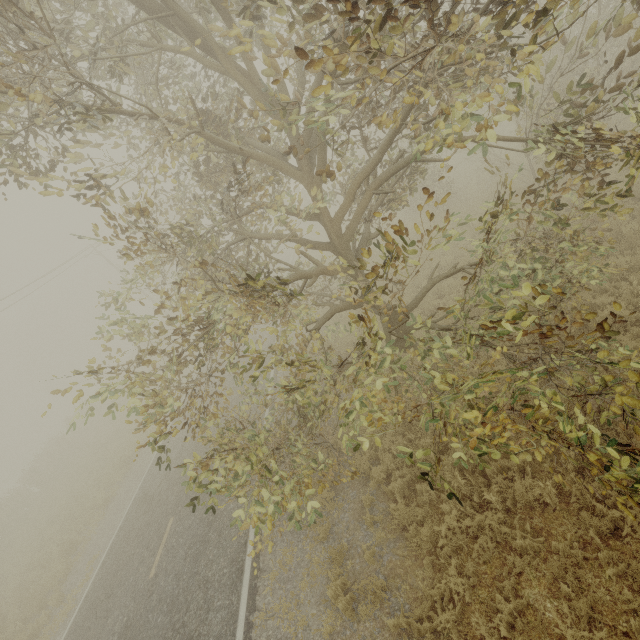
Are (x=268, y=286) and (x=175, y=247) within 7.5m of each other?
yes
